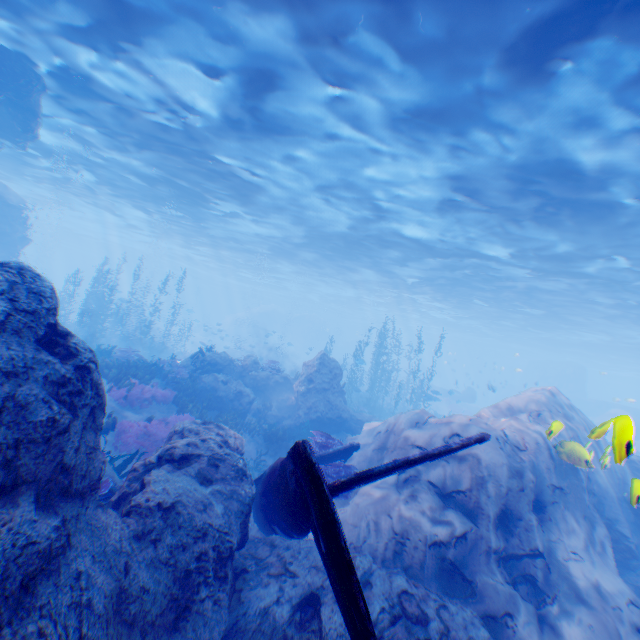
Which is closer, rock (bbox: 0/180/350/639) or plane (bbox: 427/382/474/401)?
rock (bbox: 0/180/350/639)

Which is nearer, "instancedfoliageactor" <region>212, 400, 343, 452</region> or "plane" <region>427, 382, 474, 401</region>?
"instancedfoliageactor" <region>212, 400, 343, 452</region>

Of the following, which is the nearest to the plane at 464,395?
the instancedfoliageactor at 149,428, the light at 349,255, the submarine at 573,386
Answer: the submarine at 573,386

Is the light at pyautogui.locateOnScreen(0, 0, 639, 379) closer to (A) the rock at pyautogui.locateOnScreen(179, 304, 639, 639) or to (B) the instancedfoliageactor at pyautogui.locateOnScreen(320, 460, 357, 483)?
(A) the rock at pyautogui.locateOnScreen(179, 304, 639, 639)

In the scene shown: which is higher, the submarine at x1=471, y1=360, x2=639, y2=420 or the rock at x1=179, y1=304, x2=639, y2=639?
the submarine at x1=471, y1=360, x2=639, y2=420

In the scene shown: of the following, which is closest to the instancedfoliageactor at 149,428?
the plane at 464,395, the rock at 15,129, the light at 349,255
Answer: the rock at 15,129

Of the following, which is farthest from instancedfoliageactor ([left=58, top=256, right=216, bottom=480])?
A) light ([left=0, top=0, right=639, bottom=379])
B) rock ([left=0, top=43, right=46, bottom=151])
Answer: light ([left=0, top=0, right=639, bottom=379])

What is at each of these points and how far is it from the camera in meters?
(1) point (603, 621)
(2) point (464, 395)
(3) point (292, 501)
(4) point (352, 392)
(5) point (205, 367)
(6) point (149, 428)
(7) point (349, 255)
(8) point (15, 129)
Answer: (1) rock, 5.8 m
(2) plane, 38.4 m
(3) plane, 4.1 m
(4) instancedfoliageactor, 24.4 m
(5) instancedfoliageactor, 16.7 m
(6) instancedfoliageactor, 10.6 m
(7) light, 26.6 m
(8) rock, 15.4 m
